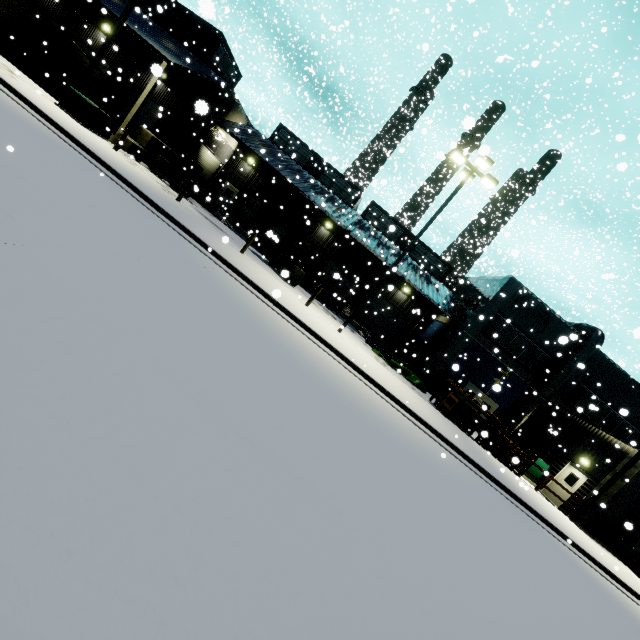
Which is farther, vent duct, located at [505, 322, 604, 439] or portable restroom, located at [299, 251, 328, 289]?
portable restroom, located at [299, 251, 328, 289]

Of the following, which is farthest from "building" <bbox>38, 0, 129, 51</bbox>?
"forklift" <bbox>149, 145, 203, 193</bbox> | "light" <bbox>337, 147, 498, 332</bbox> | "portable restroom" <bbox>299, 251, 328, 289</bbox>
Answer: "light" <bbox>337, 147, 498, 332</bbox>

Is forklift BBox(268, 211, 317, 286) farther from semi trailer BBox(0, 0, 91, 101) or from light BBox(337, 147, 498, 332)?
semi trailer BBox(0, 0, 91, 101)

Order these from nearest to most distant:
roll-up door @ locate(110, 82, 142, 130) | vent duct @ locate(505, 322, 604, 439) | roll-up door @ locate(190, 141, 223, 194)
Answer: vent duct @ locate(505, 322, 604, 439)
roll-up door @ locate(110, 82, 142, 130)
roll-up door @ locate(190, 141, 223, 194)

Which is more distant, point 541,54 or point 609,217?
point 609,217

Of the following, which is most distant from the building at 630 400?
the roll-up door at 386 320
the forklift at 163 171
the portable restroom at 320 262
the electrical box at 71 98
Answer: the electrical box at 71 98

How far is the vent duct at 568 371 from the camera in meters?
22.0

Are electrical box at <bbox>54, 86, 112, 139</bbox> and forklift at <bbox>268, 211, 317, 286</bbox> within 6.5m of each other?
no
